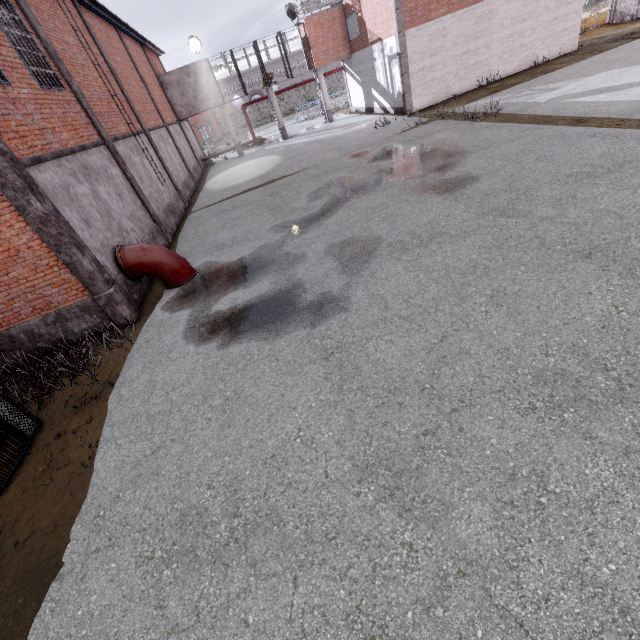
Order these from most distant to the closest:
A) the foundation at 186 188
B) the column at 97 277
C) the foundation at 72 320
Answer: the foundation at 186 188, the foundation at 72 320, the column at 97 277

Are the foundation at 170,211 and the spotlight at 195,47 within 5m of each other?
no

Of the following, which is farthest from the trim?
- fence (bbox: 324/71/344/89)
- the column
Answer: the column

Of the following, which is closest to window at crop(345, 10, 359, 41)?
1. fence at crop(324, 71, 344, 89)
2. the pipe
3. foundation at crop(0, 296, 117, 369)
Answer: fence at crop(324, 71, 344, 89)

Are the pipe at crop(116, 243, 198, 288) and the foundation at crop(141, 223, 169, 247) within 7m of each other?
yes

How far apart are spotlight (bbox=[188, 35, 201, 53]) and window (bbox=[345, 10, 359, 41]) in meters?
11.0 m

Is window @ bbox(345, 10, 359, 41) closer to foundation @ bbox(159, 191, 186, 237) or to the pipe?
foundation @ bbox(159, 191, 186, 237)

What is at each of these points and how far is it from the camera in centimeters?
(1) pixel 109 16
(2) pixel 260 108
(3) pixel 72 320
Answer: (1) window, 1634cm
(2) fence, 5928cm
(3) foundation, 832cm
